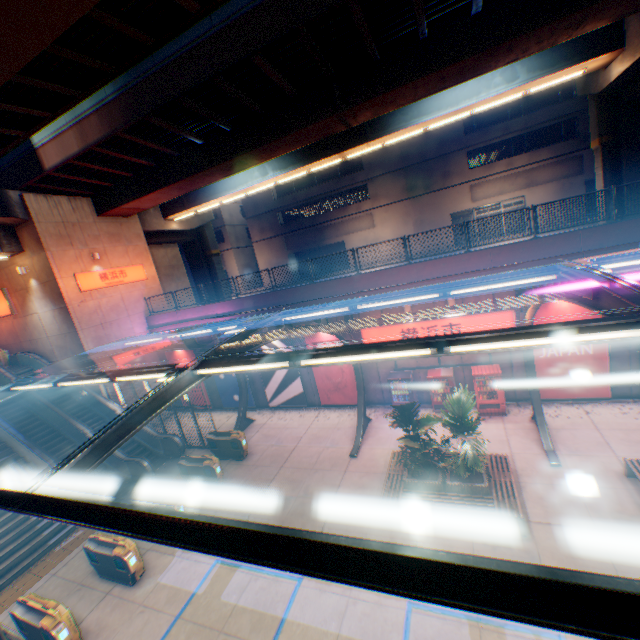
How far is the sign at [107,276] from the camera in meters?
18.5

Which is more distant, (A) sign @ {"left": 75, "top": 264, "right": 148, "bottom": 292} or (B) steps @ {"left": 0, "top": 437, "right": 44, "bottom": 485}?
(A) sign @ {"left": 75, "top": 264, "right": 148, "bottom": 292}

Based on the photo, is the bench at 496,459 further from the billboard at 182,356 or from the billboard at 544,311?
the billboard at 182,356

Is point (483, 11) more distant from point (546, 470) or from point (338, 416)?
point (338, 416)

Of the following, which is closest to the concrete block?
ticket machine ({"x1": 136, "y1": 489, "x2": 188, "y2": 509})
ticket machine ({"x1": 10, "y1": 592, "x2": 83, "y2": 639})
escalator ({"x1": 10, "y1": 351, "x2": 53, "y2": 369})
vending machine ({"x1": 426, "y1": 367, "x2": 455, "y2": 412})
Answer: vending machine ({"x1": 426, "y1": 367, "x2": 455, "y2": 412})

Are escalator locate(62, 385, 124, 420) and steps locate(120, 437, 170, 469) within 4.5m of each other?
yes

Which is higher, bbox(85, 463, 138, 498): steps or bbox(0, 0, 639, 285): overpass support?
bbox(0, 0, 639, 285): overpass support

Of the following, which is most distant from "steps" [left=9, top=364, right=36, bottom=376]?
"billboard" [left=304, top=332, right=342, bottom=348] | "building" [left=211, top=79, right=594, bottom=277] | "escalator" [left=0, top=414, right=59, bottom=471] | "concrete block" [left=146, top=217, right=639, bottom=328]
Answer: "building" [left=211, top=79, right=594, bottom=277]
